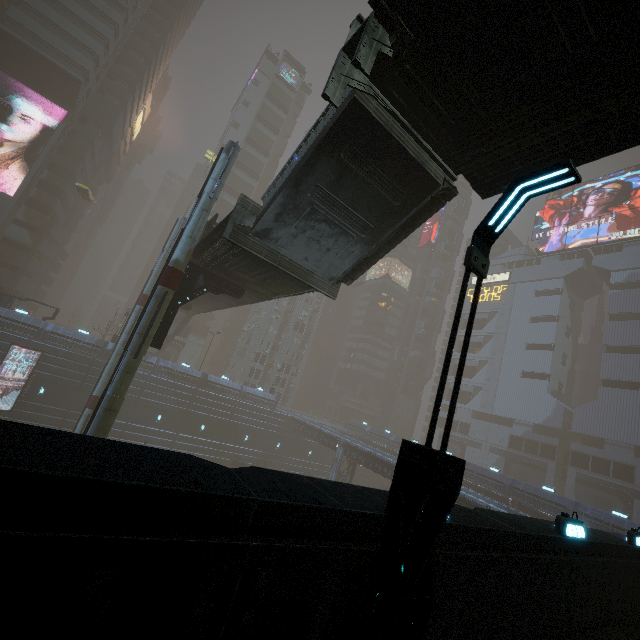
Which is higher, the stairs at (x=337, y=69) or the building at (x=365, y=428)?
the stairs at (x=337, y=69)

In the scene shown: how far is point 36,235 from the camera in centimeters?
4478cm

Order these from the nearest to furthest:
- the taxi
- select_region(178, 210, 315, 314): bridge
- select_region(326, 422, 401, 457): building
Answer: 1. select_region(178, 210, 315, 314): bridge
2. the taxi
3. select_region(326, 422, 401, 457): building

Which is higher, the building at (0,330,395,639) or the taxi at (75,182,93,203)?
the taxi at (75,182,93,203)

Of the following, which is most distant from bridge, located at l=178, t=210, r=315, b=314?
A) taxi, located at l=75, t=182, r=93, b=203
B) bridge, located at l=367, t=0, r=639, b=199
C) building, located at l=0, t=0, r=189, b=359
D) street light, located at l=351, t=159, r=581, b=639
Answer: taxi, located at l=75, t=182, r=93, b=203

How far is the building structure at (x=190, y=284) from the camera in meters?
16.6

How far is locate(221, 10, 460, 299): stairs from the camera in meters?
8.8

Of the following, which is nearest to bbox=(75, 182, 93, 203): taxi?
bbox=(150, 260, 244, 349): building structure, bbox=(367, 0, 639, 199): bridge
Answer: bbox=(367, 0, 639, 199): bridge
